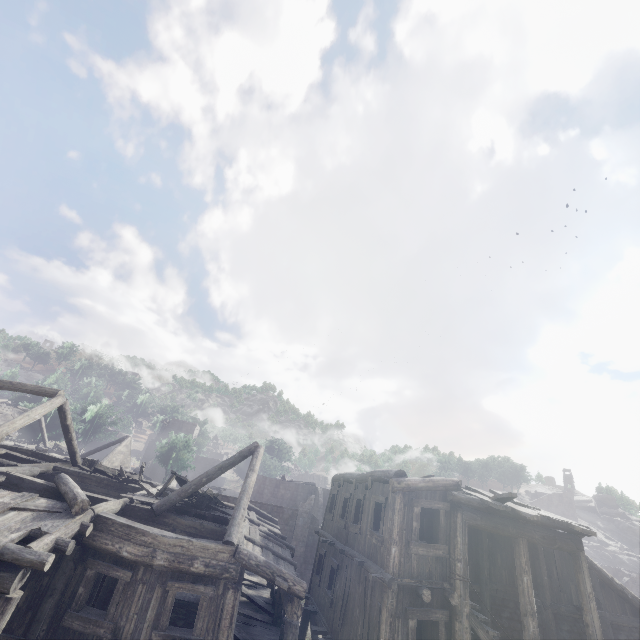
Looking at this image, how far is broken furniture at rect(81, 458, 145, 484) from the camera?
15.41m

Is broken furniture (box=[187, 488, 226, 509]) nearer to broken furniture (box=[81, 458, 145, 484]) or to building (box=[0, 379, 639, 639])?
building (box=[0, 379, 639, 639])

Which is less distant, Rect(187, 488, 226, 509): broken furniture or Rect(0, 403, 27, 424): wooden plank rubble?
Rect(187, 488, 226, 509): broken furniture

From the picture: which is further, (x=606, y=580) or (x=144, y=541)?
(x=606, y=580)

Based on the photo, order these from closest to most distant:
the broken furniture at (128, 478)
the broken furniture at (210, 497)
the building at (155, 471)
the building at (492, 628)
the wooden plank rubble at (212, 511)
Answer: the building at (492, 628)
the wooden plank rubble at (212, 511)
the broken furniture at (210, 497)
the broken furniture at (128, 478)
the building at (155, 471)

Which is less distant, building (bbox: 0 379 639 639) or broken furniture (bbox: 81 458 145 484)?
building (bbox: 0 379 639 639)

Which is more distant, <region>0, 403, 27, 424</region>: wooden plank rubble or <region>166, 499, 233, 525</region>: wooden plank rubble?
<region>0, 403, 27, 424</region>: wooden plank rubble

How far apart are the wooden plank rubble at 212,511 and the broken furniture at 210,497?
0.0 meters
